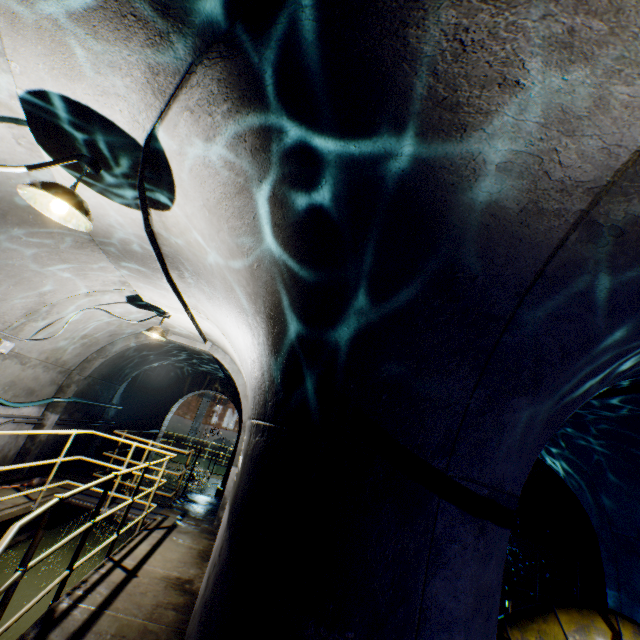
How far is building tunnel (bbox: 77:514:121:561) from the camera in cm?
662

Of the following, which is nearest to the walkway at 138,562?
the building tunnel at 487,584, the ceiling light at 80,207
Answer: the building tunnel at 487,584

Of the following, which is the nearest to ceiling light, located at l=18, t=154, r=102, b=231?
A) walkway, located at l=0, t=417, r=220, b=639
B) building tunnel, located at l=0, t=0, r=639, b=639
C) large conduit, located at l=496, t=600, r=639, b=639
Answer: building tunnel, located at l=0, t=0, r=639, b=639

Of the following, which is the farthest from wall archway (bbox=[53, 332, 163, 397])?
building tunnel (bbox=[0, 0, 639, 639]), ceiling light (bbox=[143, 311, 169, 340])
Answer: ceiling light (bbox=[143, 311, 169, 340])

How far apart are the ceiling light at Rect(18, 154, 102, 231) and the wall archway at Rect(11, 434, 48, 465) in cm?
573

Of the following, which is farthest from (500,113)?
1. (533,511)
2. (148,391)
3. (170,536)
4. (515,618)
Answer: (148,391)

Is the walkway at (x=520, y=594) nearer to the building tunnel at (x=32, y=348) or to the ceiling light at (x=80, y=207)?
the building tunnel at (x=32, y=348)
